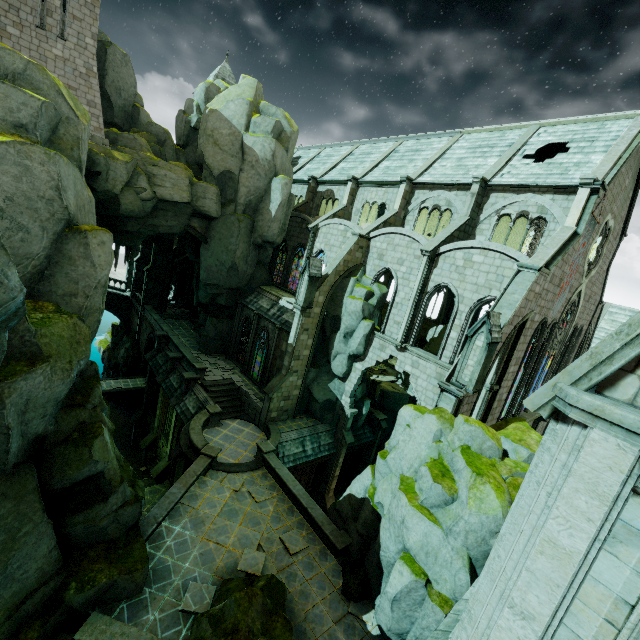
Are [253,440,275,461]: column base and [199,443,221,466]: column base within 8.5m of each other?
yes

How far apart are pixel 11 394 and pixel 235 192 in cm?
2185

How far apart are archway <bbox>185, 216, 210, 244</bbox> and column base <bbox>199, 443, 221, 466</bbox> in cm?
1621

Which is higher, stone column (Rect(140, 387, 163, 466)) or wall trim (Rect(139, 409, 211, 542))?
wall trim (Rect(139, 409, 211, 542))

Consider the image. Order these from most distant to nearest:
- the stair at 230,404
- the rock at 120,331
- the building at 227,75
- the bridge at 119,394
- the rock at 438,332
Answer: the building at 227,75 → the rock at 120,331 → the rock at 438,332 → the bridge at 119,394 → the stair at 230,404

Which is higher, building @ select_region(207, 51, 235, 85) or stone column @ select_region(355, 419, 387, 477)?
building @ select_region(207, 51, 235, 85)

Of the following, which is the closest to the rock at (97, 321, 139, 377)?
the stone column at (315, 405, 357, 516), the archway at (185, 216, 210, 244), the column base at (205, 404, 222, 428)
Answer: the archway at (185, 216, 210, 244)

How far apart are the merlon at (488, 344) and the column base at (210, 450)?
13.69m
